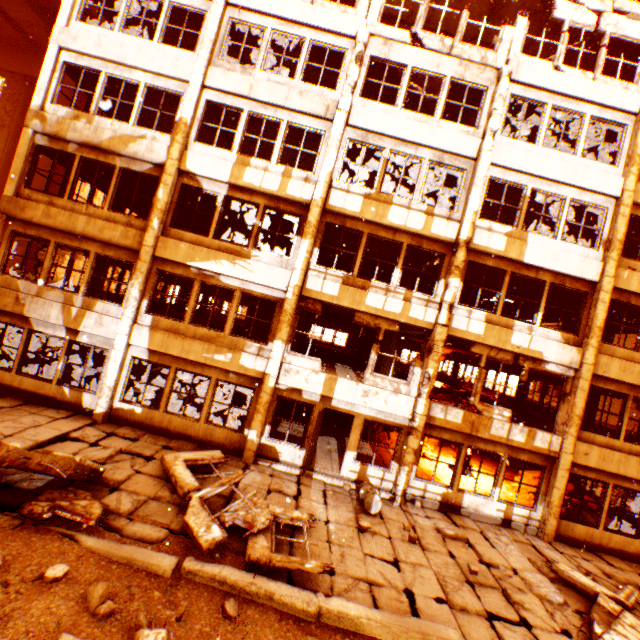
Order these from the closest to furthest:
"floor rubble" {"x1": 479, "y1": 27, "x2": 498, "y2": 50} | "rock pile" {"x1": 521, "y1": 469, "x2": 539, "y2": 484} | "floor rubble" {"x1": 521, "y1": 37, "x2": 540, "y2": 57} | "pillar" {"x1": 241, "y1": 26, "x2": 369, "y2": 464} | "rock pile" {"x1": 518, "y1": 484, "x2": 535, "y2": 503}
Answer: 1. "pillar" {"x1": 241, "y1": 26, "x2": 369, "y2": 464}
2. "rock pile" {"x1": 518, "y1": 484, "x2": 535, "y2": 503}
3. "floor rubble" {"x1": 479, "y1": 27, "x2": 498, "y2": 50}
4. "rock pile" {"x1": 521, "y1": 469, "x2": 539, "y2": 484}
5. "floor rubble" {"x1": 521, "y1": 37, "x2": 540, "y2": 57}

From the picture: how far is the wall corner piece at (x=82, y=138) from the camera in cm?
1069

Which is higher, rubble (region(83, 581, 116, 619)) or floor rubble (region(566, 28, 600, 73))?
floor rubble (region(566, 28, 600, 73))

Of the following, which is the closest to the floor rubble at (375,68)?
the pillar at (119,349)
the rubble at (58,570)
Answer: the pillar at (119,349)

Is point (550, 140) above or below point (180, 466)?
above

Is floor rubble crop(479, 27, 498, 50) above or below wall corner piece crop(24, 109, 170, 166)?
above

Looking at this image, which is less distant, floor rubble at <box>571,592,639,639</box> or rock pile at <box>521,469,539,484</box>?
floor rubble at <box>571,592,639,639</box>

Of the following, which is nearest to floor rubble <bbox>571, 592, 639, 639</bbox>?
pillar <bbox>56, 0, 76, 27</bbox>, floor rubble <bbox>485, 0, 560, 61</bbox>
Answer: floor rubble <bbox>485, 0, 560, 61</bbox>
